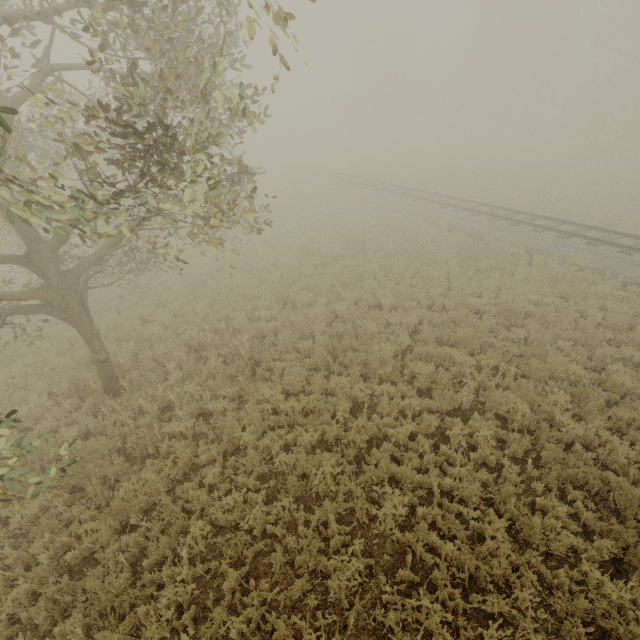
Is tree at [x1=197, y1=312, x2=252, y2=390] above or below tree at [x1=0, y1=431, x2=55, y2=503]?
below

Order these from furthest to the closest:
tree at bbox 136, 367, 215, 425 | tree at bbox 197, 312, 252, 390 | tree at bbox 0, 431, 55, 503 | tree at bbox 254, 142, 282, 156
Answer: tree at bbox 254, 142, 282, 156, tree at bbox 197, 312, 252, 390, tree at bbox 136, 367, 215, 425, tree at bbox 0, 431, 55, 503

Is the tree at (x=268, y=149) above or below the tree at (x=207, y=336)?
above

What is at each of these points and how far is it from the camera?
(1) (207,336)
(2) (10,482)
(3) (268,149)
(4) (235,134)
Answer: (1) tree, 10.2 meters
(2) tree, 3.9 meters
(3) tree, 56.0 meters
(4) tree, 5.5 meters

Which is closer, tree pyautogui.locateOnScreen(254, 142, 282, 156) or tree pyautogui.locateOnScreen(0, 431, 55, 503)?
tree pyautogui.locateOnScreen(0, 431, 55, 503)

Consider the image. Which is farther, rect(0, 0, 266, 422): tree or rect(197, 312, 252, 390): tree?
rect(197, 312, 252, 390): tree

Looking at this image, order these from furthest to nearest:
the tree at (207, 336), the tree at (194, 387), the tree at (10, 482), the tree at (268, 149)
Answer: the tree at (268, 149), the tree at (207, 336), the tree at (194, 387), the tree at (10, 482)
